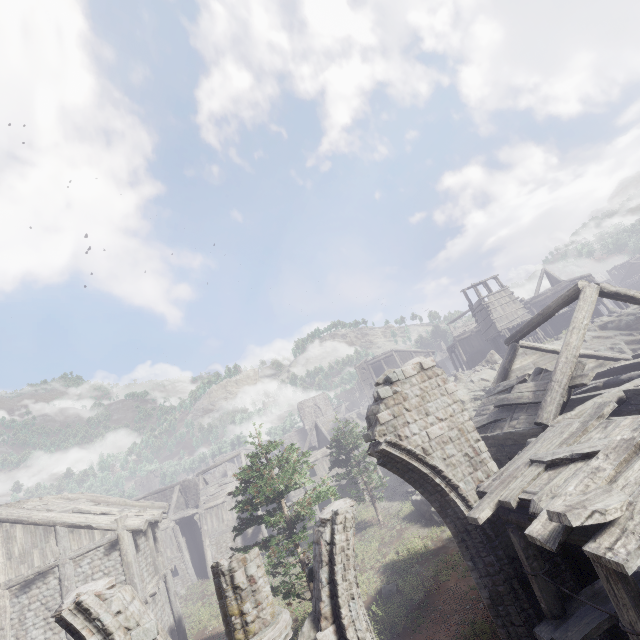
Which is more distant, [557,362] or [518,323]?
[518,323]

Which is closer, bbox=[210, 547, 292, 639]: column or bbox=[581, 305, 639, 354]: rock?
bbox=[210, 547, 292, 639]: column

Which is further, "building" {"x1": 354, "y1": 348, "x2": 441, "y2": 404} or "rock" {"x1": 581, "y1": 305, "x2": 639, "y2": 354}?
"building" {"x1": 354, "y1": 348, "x2": 441, "y2": 404}

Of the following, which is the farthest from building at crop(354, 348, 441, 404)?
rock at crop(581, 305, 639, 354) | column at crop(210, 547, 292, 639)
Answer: column at crop(210, 547, 292, 639)

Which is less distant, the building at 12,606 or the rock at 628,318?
the building at 12,606

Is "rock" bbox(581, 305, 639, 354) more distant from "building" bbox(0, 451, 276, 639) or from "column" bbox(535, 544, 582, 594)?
"column" bbox(535, 544, 582, 594)

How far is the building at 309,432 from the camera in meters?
31.6
